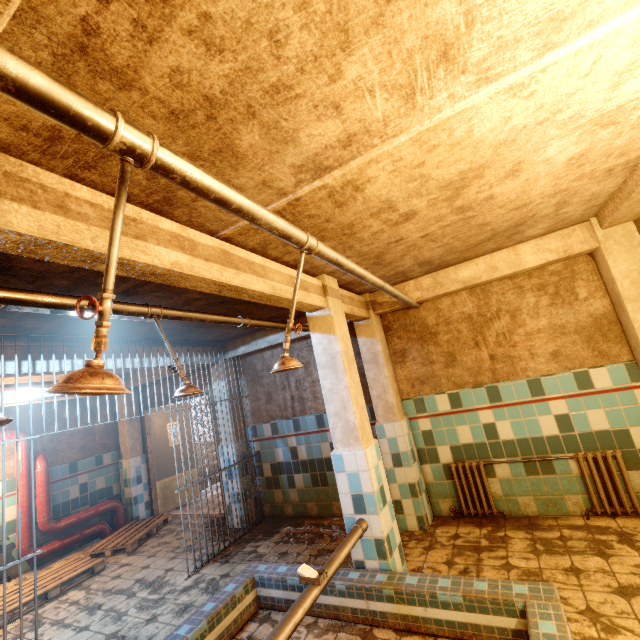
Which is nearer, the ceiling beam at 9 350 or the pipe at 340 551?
the pipe at 340 551

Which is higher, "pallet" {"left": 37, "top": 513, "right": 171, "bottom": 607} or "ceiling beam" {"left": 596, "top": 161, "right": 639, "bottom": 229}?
"ceiling beam" {"left": 596, "top": 161, "right": 639, "bottom": 229}

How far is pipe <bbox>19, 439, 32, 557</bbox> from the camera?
5.08m

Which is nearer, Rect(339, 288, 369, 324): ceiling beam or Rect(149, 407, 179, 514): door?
Rect(339, 288, 369, 324): ceiling beam

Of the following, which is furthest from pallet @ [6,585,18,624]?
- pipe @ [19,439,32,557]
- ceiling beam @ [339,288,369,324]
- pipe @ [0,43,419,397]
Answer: pipe @ [0,43,419,397]

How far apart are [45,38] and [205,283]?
1.2m

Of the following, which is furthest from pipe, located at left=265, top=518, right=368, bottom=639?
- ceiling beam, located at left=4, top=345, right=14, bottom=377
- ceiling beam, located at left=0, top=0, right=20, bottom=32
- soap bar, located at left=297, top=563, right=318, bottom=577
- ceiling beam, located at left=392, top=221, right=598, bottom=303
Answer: ceiling beam, located at left=4, top=345, right=14, bottom=377

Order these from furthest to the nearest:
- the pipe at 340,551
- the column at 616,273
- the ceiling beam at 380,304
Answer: the ceiling beam at 380,304 < the column at 616,273 < the pipe at 340,551
